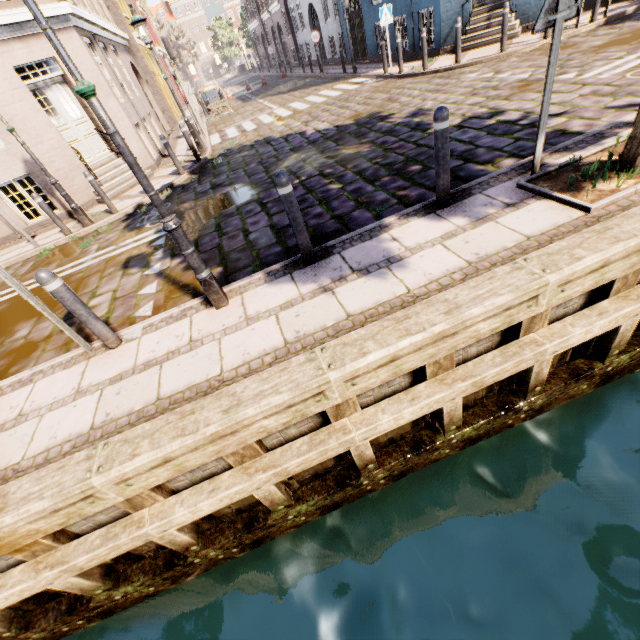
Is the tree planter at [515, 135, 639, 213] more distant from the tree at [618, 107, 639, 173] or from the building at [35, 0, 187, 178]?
the building at [35, 0, 187, 178]

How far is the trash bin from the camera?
19.8m

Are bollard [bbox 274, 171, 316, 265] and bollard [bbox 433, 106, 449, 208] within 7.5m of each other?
yes

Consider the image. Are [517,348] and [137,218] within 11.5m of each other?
yes

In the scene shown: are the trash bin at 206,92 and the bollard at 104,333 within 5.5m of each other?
no

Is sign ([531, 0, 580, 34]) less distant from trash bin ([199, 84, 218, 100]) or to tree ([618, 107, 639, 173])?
tree ([618, 107, 639, 173])

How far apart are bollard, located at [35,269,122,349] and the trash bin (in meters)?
21.78

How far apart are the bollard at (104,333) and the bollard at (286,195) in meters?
2.5
